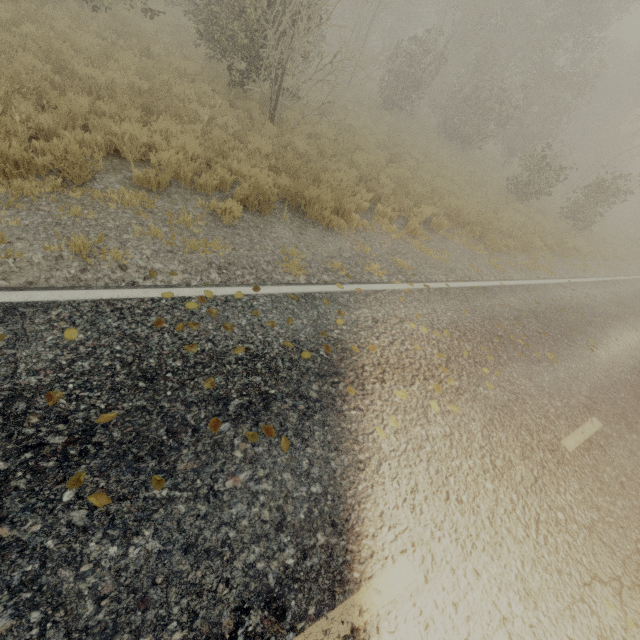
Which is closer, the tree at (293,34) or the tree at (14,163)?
the tree at (14,163)

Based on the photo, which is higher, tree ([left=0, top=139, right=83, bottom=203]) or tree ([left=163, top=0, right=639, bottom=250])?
tree ([left=163, top=0, right=639, bottom=250])

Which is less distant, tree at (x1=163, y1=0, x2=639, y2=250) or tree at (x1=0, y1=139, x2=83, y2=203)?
tree at (x1=0, y1=139, x2=83, y2=203)

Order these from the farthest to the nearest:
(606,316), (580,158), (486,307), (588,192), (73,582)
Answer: (580,158) < (588,192) < (606,316) < (486,307) < (73,582)

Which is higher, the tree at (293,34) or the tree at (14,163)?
the tree at (293,34)
